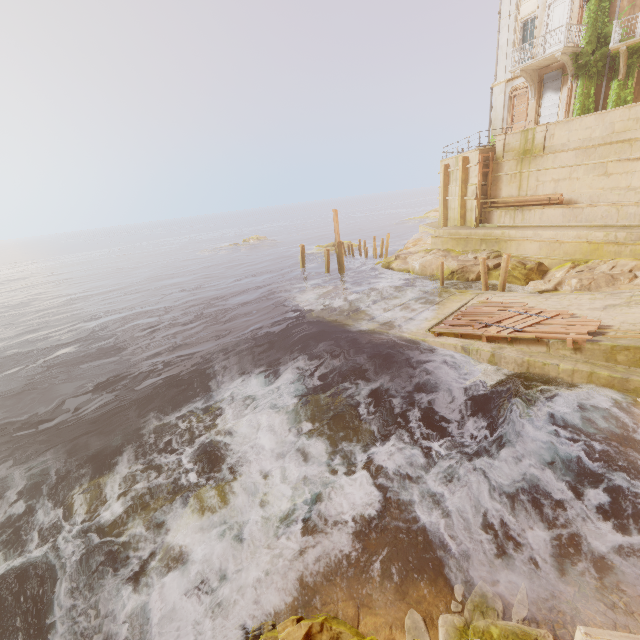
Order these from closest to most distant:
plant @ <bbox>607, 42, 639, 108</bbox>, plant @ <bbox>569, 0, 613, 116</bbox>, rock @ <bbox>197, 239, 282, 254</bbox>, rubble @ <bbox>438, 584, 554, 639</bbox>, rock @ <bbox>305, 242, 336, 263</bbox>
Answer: rubble @ <bbox>438, 584, 554, 639</bbox>, plant @ <bbox>607, 42, 639, 108</bbox>, plant @ <bbox>569, 0, 613, 116</bbox>, rock @ <bbox>305, 242, 336, 263</bbox>, rock @ <bbox>197, 239, 282, 254</bbox>

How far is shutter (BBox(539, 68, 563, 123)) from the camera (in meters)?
21.12

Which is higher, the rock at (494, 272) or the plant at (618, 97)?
the plant at (618, 97)

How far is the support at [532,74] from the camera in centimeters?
2150cm

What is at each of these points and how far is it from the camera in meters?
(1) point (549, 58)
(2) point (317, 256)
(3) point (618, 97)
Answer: (1) balcony, 20.0
(2) rock, 38.9
(3) plant, 19.0

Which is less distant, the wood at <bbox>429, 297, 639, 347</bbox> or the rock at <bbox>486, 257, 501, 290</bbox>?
the wood at <bbox>429, 297, 639, 347</bbox>

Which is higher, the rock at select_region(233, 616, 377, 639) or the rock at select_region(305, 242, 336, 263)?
the rock at select_region(233, 616, 377, 639)

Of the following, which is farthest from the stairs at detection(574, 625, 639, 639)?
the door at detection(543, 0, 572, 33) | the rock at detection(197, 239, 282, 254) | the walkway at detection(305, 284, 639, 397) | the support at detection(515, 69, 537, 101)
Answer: the rock at detection(197, 239, 282, 254)
